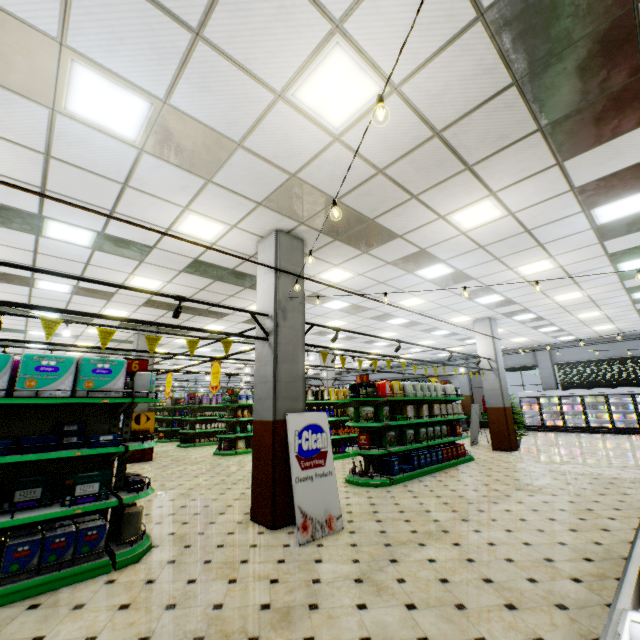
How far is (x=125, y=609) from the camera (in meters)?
2.96

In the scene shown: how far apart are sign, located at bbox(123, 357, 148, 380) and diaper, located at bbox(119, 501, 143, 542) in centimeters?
176cm

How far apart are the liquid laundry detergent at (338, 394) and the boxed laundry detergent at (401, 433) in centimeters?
322cm

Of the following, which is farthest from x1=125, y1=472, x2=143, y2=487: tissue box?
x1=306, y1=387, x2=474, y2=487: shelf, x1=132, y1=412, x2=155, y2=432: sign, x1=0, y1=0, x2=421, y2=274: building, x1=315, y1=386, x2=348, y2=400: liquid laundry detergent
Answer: x1=132, y1=412, x2=155, y2=432: sign

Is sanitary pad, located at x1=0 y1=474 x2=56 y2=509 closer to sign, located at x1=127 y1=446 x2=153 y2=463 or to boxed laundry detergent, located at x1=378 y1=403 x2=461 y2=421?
boxed laundry detergent, located at x1=378 y1=403 x2=461 y2=421

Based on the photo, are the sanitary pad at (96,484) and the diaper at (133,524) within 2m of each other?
yes

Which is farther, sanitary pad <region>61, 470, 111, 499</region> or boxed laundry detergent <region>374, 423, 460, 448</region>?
boxed laundry detergent <region>374, 423, 460, 448</region>

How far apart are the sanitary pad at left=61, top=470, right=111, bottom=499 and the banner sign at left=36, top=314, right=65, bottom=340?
1.63m
